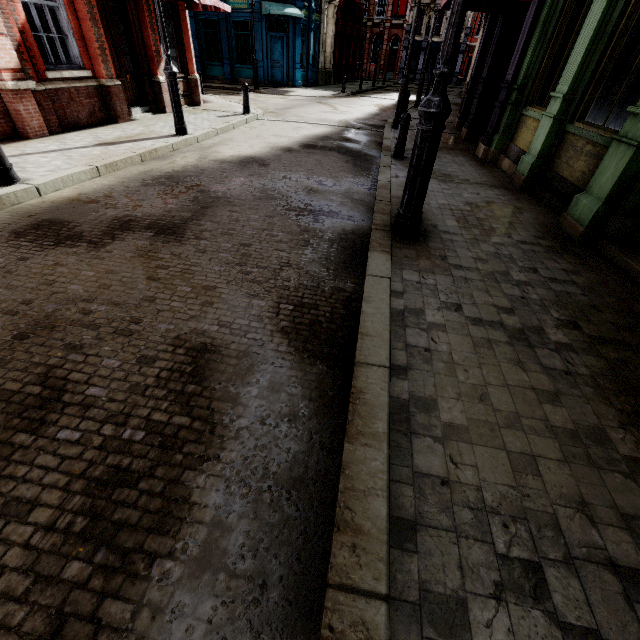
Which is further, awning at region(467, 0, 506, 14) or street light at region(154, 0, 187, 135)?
awning at region(467, 0, 506, 14)

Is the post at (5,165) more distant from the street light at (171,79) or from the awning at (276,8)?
the awning at (276,8)

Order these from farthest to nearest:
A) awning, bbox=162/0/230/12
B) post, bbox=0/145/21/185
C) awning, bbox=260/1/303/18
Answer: awning, bbox=260/1/303/18 < awning, bbox=162/0/230/12 < post, bbox=0/145/21/185

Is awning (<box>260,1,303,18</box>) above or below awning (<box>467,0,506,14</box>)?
above

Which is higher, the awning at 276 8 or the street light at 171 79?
the awning at 276 8

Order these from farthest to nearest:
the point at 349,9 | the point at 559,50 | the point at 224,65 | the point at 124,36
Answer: the point at 349,9 < the point at 224,65 < the point at 124,36 < the point at 559,50

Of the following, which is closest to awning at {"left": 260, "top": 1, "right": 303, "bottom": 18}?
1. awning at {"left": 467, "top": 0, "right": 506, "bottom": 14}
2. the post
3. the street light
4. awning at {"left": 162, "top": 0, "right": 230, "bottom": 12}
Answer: awning at {"left": 162, "top": 0, "right": 230, "bottom": 12}
